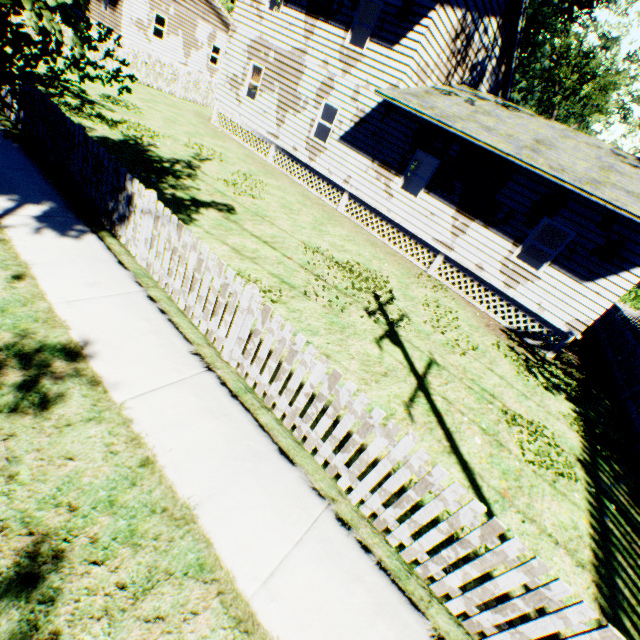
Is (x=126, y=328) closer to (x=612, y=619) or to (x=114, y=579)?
(x=114, y=579)

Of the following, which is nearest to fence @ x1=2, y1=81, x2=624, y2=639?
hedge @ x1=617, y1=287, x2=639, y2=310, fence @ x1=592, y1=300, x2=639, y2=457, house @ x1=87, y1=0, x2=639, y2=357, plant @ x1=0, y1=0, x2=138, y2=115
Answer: fence @ x1=592, y1=300, x2=639, y2=457

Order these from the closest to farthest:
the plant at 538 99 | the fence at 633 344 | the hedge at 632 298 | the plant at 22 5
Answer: the plant at 22 5
the fence at 633 344
the plant at 538 99
the hedge at 632 298

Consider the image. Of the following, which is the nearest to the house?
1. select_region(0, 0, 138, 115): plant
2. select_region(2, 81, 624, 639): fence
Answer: select_region(2, 81, 624, 639): fence

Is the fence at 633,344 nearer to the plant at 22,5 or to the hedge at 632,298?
the hedge at 632,298

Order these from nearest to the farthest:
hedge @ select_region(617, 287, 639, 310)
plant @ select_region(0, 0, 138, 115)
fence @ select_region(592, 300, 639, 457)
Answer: plant @ select_region(0, 0, 138, 115) < fence @ select_region(592, 300, 639, 457) < hedge @ select_region(617, 287, 639, 310)

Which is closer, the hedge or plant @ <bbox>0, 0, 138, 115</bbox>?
plant @ <bbox>0, 0, 138, 115</bbox>

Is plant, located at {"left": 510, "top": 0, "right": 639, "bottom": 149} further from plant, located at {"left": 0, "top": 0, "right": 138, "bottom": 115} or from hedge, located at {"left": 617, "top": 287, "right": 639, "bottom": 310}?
hedge, located at {"left": 617, "top": 287, "right": 639, "bottom": 310}
